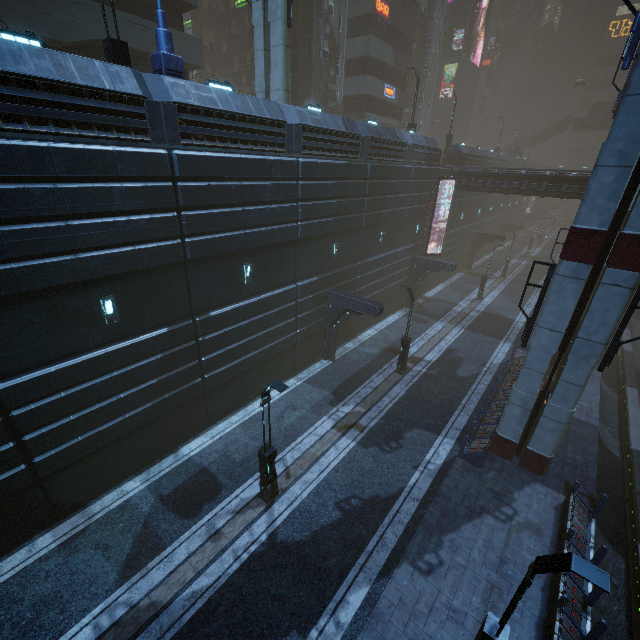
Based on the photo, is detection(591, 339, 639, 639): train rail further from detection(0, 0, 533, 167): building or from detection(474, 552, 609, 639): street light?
detection(474, 552, 609, 639): street light

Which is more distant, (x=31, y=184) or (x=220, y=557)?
(x=220, y=557)

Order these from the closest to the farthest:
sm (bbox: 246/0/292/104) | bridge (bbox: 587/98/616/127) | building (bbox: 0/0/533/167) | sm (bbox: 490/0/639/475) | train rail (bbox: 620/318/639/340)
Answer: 1. building (bbox: 0/0/533/167)
2. sm (bbox: 490/0/639/475)
3. sm (bbox: 246/0/292/104)
4. train rail (bbox: 620/318/639/340)
5. bridge (bbox: 587/98/616/127)

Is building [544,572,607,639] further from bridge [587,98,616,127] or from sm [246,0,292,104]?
bridge [587,98,616,127]

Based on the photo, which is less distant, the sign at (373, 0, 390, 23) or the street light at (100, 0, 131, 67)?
the street light at (100, 0, 131, 67)

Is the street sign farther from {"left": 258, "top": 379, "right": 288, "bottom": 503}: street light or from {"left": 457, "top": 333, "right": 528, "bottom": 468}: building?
{"left": 258, "top": 379, "right": 288, "bottom": 503}: street light

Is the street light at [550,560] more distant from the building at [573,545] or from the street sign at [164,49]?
the street sign at [164,49]

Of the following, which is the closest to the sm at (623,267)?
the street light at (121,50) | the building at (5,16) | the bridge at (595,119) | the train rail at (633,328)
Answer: the building at (5,16)
